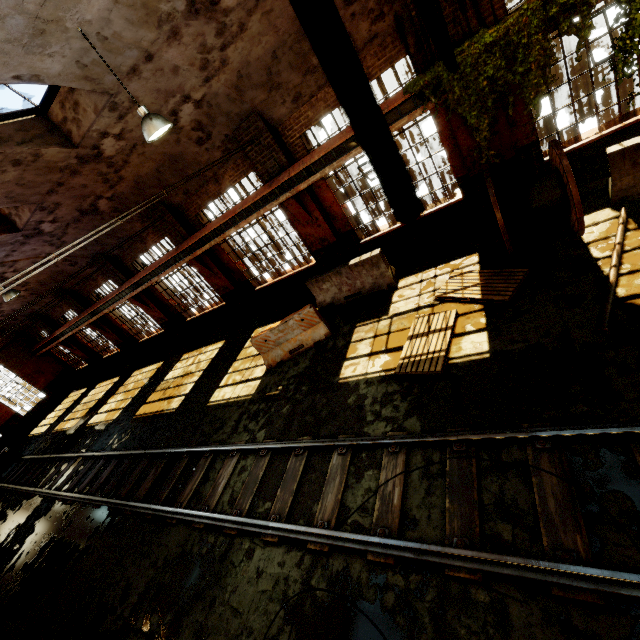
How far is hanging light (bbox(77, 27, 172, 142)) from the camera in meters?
5.2

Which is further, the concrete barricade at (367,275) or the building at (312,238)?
the concrete barricade at (367,275)

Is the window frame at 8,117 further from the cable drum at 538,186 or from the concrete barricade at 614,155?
the concrete barricade at 614,155

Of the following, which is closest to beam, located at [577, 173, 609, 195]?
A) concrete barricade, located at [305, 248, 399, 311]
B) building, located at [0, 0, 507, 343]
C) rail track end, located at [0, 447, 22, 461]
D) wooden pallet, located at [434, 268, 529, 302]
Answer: building, located at [0, 0, 507, 343]

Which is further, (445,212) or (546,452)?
(445,212)

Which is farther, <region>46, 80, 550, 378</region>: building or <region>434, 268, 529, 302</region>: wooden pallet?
<region>46, 80, 550, 378</region>: building

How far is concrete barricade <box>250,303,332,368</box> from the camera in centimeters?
884cm

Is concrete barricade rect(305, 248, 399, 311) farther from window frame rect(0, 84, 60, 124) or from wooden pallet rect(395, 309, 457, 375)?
window frame rect(0, 84, 60, 124)
